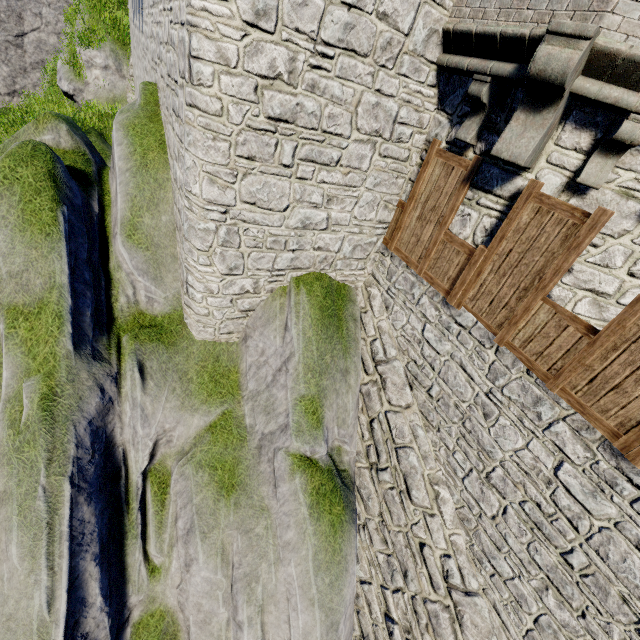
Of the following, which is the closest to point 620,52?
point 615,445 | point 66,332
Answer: point 615,445
